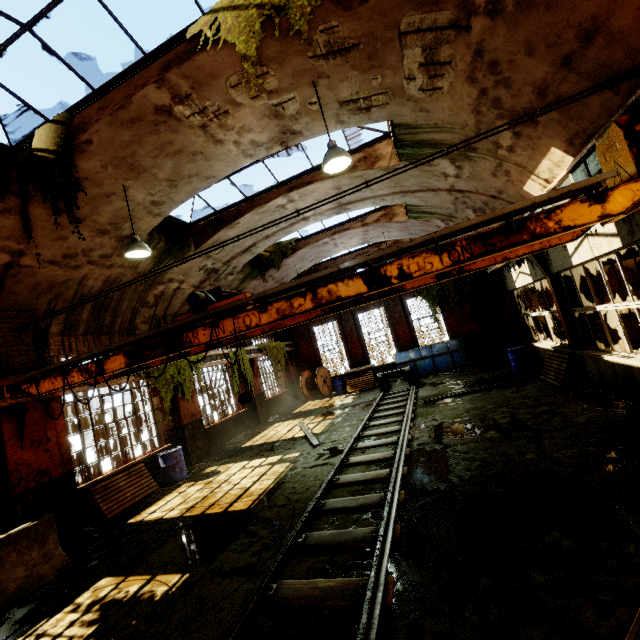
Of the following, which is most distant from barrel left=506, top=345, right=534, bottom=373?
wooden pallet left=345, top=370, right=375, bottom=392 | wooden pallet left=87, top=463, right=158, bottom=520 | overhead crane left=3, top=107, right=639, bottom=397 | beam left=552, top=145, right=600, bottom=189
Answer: wooden pallet left=87, top=463, right=158, bottom=520

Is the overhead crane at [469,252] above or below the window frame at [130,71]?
below

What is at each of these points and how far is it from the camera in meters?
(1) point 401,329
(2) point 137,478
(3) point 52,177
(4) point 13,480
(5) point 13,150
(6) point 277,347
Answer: (1) pillar, 19.6 m
(2) wooden pallet, 9.5 m
(3) vine, 5.7 m
(4) building, 6.8 m
(5) window frame, 6.3 m
(6) vine, 19.1 m

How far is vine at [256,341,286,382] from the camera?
17.81m

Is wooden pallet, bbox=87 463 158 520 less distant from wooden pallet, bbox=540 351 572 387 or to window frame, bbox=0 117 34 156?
window frame, bbox=0 117 34 156

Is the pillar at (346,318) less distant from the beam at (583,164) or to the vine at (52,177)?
the vine at (52,177)

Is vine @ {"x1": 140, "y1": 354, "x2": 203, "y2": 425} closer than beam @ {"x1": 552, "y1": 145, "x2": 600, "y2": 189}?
No

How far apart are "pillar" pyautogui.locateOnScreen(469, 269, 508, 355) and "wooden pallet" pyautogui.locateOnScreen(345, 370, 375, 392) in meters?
6.8
